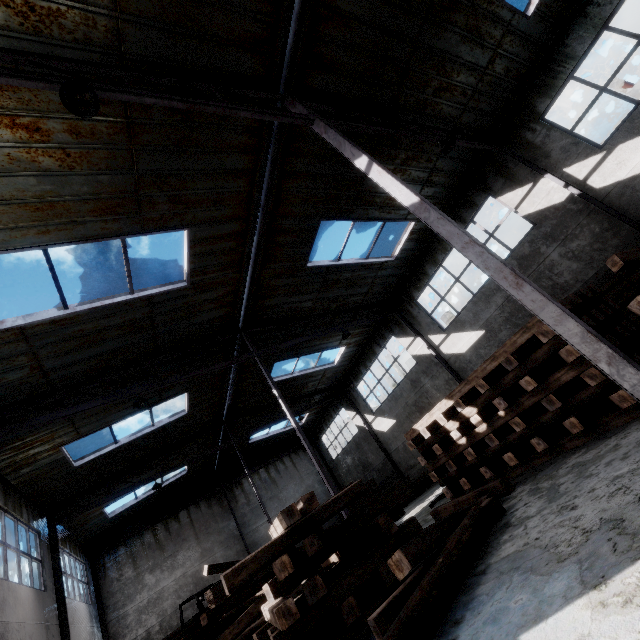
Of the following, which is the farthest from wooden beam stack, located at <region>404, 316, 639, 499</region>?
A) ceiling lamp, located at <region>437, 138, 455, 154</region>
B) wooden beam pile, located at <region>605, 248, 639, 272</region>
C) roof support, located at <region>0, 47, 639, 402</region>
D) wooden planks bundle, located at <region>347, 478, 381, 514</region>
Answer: wooden planks bundle, located at <region>347, 478, 381, 514</region>

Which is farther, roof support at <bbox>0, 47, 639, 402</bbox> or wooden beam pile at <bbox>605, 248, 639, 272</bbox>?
wooden beam pile at <bbox>605, 248, 639, 272</bbox>

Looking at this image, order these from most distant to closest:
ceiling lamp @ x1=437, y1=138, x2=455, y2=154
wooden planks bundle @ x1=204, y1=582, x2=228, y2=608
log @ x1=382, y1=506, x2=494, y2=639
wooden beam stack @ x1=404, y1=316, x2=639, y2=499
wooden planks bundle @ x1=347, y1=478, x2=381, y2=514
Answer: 1. wooden planks bundle @ x1=347, y1=478, x2=381, y2=514
2. wooden planks bundle @ x1=204, y1=582, x2=228, y2=608
3. ceiling lamp @ x1=437, y1=138, x2=455, y2=154
4. wooden beam stack @ x1=404, y1=316, x2=639, y2=499
5. log @ x1=382, y1=506, x2=494, y2=639

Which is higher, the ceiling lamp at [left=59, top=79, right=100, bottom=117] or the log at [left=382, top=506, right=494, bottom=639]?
the ceiling lamp at [left=59, top=79, right=100, bottom=117]

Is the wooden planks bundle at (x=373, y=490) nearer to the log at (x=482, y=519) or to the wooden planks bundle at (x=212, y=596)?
the wooden planks bundle at (x=212, y=596)

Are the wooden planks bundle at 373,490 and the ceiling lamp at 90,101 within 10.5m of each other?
no

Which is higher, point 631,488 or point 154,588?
point 154,588

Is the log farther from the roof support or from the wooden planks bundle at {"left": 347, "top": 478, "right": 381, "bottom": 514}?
the wooden planks bundle at {"left": 347, "top": 478, "right": 381, "bottom": 514}
